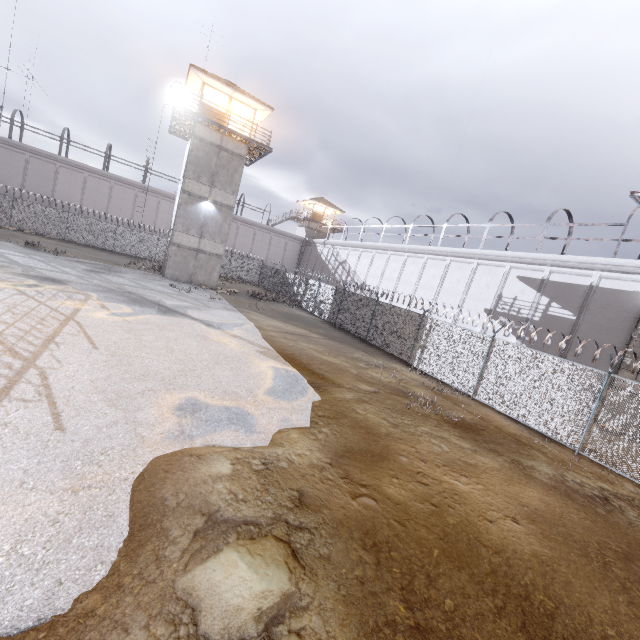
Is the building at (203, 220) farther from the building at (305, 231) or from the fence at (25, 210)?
the building at (305, 231)

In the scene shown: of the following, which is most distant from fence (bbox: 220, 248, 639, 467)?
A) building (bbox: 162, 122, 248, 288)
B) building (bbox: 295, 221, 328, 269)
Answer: building (bbox: 295, 221, 328, 269)

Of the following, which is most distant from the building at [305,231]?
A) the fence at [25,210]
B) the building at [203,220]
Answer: the building at [203,220]

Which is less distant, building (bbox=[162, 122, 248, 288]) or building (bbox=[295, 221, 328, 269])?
building (bbox=[162, 122, 248, 288])

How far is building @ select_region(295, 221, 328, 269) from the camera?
49.2 meters

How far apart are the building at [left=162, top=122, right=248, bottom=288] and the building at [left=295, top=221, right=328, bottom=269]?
23.6 meters

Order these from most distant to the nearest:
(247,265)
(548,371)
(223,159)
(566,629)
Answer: (247,265), (223,159), (548,371), (566,629)

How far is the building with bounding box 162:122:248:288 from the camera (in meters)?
24.09
